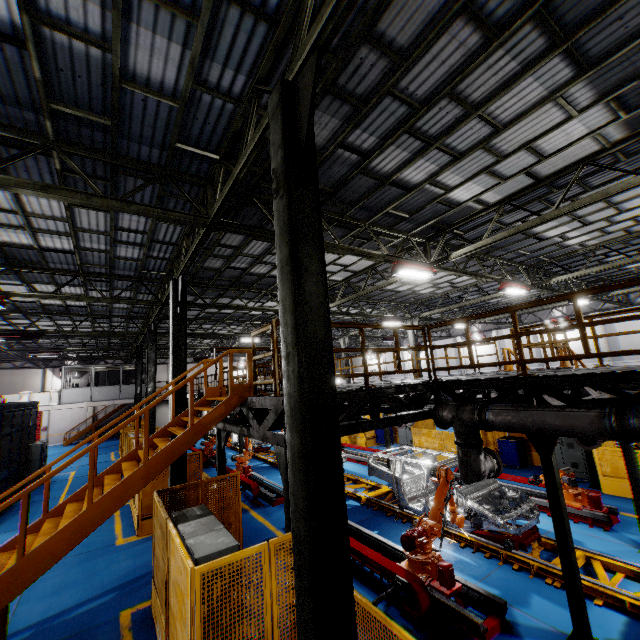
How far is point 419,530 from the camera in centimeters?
658cm

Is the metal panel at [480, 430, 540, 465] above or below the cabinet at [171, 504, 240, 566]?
below

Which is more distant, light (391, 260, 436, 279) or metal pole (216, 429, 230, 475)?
light (391, 260, 436, 279)

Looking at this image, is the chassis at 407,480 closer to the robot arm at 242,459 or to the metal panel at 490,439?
the robot arm at 242,459

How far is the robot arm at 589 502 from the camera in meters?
8.7 m

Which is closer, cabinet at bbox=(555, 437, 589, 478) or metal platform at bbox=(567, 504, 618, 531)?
metal platform at bbox=(567, 504, 618, 531)

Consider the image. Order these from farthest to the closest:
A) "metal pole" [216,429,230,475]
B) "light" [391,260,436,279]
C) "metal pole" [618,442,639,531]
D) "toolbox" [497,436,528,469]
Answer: "toolbox" [497,436,528,469] → "light" [391,260,436,279] → "metal pole" [216,429,230,475] → "metal pole" [618,442,639,531]

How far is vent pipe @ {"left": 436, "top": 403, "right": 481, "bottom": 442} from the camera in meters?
6.2
